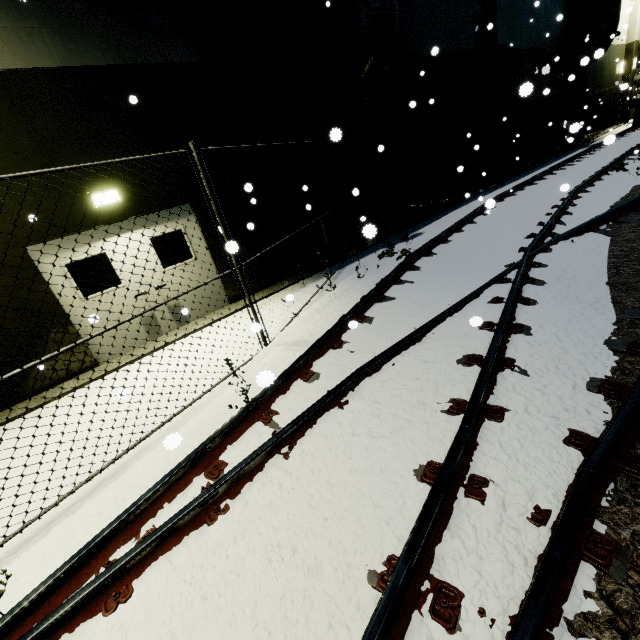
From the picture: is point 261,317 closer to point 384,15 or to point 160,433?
point 160,433

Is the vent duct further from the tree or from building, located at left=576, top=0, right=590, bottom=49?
the tree

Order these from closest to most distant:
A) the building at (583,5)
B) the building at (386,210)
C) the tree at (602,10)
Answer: the building at (386,210) → the tree at (602,10) → the building at (583,5)

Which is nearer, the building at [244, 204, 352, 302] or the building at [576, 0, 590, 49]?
the building at [244, 204, 352, 302]

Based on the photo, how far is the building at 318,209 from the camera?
7.41m

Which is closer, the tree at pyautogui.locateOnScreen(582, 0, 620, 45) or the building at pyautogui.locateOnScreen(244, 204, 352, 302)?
the building at pyautogui.locateOnScreen(244, 204, 352, 302)

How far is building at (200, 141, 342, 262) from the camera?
7.41m
